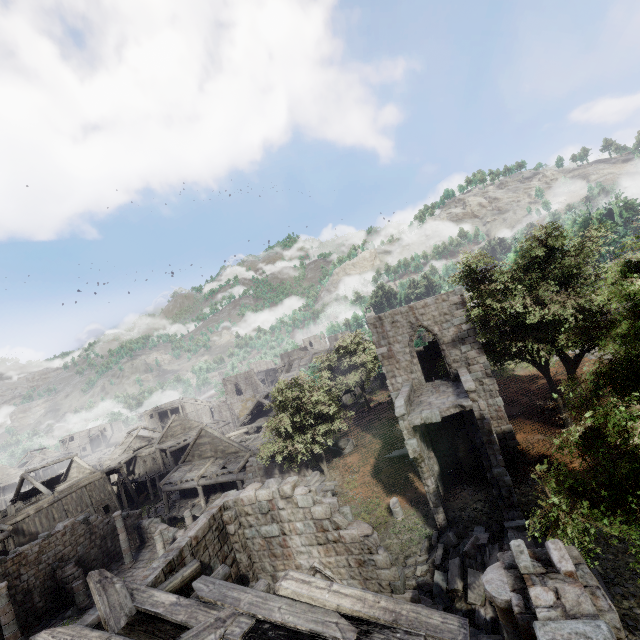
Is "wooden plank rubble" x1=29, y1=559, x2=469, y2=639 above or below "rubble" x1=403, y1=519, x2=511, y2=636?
above

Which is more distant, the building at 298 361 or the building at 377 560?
the building at 298 361

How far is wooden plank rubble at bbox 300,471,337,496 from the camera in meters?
17.6

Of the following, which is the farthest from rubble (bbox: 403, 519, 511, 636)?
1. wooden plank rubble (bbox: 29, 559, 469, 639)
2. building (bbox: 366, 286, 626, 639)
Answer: wooden plank rubble (bbox: 29, 559, 469, 639)

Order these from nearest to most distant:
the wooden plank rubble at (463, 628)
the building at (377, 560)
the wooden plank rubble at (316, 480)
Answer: the wooden plank rubble at (463, 628), the building at (377, 560), the wooden plank rubble at (316, 480)

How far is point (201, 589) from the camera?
8.0m

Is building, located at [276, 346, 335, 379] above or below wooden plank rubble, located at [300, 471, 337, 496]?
above

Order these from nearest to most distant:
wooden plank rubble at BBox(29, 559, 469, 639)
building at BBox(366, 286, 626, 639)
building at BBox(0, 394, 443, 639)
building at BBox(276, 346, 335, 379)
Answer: building at BBox(366, 286, 626, 639) → wooden plank rubble at BBox(29, 559, 469, 639) → building at BBox(0, 394, 443, 639) → building at BBox(276, 346, 335, 379)
